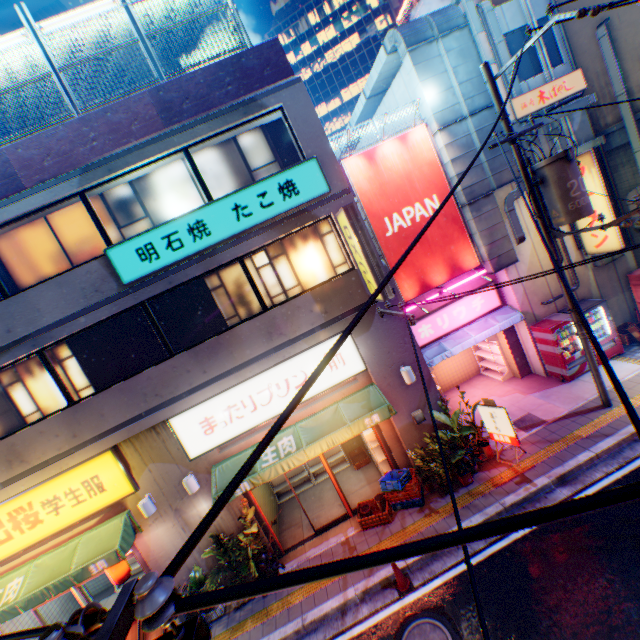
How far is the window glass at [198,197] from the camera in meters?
8.4

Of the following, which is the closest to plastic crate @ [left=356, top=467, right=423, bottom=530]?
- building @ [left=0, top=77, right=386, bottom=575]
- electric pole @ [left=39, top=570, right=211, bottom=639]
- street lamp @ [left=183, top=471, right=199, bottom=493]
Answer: building @ [left=0, top=77, right=386, bottom=575]

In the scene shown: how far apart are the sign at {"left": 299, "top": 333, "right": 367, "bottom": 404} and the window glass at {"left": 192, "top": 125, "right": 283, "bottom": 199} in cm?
430

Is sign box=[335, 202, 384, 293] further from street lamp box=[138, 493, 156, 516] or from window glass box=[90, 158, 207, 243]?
street lamp box=[138, 493, 156, 516]

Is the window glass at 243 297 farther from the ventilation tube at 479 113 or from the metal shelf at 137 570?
the metal shelf at 137 570

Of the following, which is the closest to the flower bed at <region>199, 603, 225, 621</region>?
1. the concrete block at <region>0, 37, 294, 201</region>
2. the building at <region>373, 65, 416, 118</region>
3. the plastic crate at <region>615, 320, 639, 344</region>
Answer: the concrete block at <region>0, 37, 294, 201</region>

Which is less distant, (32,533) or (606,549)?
(606,549)

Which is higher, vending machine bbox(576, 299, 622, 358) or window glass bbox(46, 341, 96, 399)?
window glass bbox(46, 341, 96, 399)
